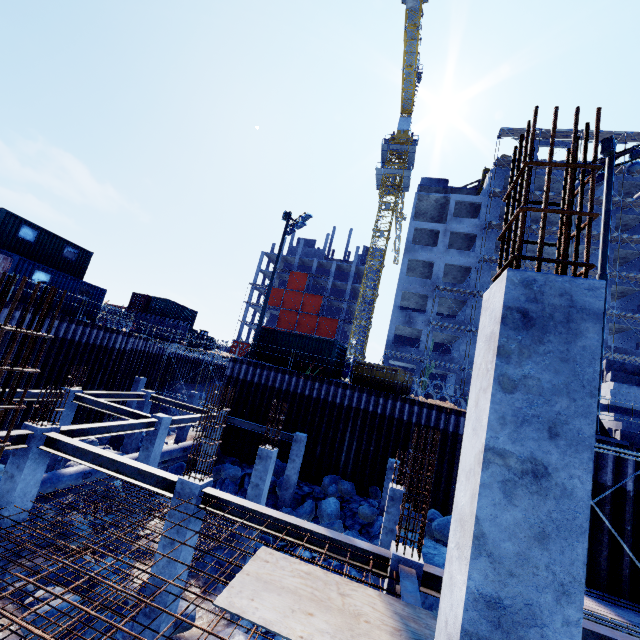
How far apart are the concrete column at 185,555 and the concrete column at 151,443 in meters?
6.2

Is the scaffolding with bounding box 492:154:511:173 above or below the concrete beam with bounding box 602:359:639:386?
above

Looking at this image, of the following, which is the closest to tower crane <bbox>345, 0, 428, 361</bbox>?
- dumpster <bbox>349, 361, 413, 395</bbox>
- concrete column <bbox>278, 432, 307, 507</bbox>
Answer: dumpster <bbox>349, 361, 413, 395</bbox>

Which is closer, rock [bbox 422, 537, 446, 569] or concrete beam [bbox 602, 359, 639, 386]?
rock [bbox 422, 537, 446, 569]

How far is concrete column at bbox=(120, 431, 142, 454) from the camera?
18.8m

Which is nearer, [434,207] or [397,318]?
[397,318]

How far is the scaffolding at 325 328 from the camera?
59.4 meters

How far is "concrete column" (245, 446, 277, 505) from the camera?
11.9m
